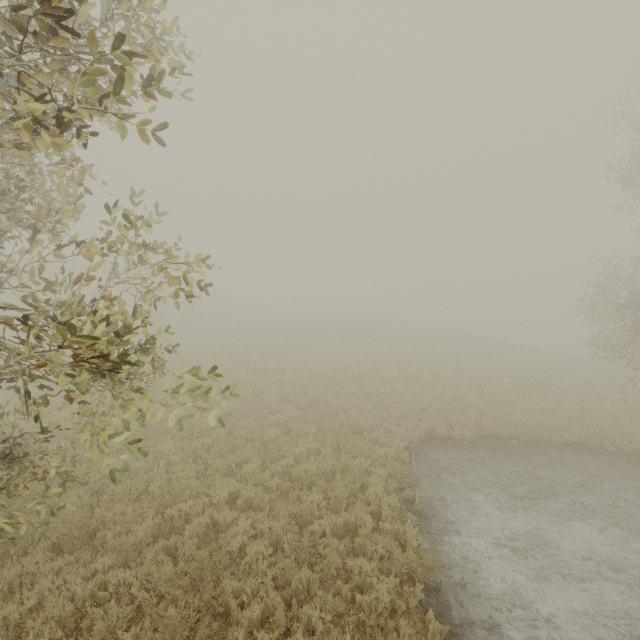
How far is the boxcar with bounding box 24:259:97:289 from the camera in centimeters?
3412cm

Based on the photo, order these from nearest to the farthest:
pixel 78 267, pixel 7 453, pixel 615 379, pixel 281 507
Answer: pixel 7 453
pixel 281 507
pixel 615 379
pixel 78 267

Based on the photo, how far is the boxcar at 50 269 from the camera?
34.12m
